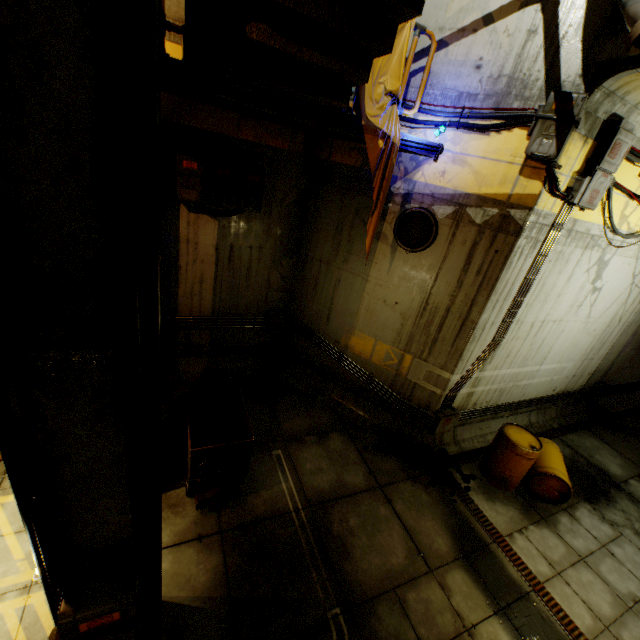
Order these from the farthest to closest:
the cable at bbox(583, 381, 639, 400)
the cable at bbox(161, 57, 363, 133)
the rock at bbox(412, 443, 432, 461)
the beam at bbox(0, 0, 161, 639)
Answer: the cable at bbox(583, 381, 639, 400), the rock at bbox(412, 443, 432, 461), the cable at bbox(161, 57, 363, 133), the beam at bbox(0, 0, 161, 639)

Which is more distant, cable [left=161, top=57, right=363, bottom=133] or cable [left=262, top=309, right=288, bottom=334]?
cable [left=262, top=309, right=288, bottom=334]

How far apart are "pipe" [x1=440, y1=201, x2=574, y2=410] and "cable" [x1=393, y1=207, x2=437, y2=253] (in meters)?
1.77

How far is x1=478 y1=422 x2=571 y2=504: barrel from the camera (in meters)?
6.42

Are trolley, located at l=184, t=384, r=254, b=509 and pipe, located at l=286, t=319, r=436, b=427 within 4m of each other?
yes

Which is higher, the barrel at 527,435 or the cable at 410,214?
the cable at 410,214

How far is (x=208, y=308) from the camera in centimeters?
746cm

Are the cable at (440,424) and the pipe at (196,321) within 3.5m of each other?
no
